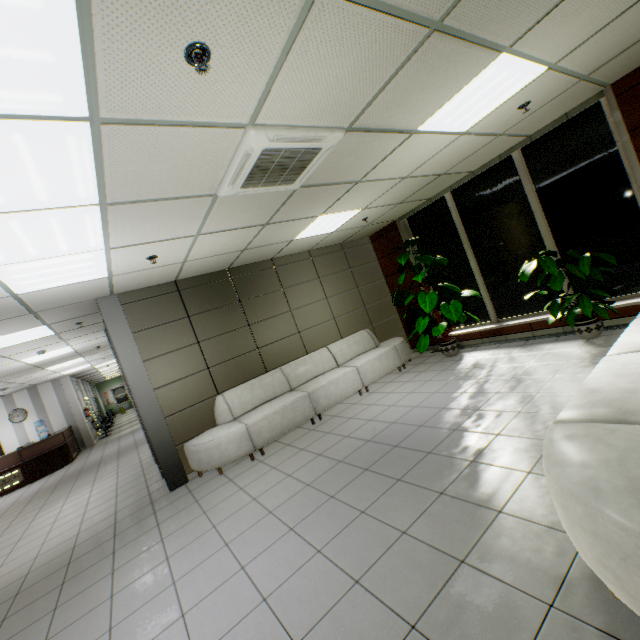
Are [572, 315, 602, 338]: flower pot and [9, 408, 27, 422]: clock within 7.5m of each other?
no

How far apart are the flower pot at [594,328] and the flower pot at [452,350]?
1.98m

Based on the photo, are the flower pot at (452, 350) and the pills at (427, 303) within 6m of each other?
yes

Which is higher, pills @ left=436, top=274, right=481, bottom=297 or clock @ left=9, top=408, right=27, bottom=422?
clock @ left=9, top=408, right=27, bottom=422

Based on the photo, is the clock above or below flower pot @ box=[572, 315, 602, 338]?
above

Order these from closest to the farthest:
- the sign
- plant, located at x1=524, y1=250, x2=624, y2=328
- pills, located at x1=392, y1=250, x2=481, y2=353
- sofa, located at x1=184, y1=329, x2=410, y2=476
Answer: plant, located at x1=524, y1=250, x2=624, y2=328, sofa, located at x1=184, y1=329, x2=410, y2=476, pills, located at x1=392, y1=250, x2=481, y2=353, the sign

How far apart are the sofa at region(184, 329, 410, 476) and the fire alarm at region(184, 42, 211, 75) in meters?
4.5

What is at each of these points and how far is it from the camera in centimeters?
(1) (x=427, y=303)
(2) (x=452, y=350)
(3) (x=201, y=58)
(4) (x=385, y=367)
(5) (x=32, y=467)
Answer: (1) pills, 621cm
(2) flower pot, 660cm
(3) fire alarm, 170cm
(4) sofa, 677cm
(5) desk, 1056cm
